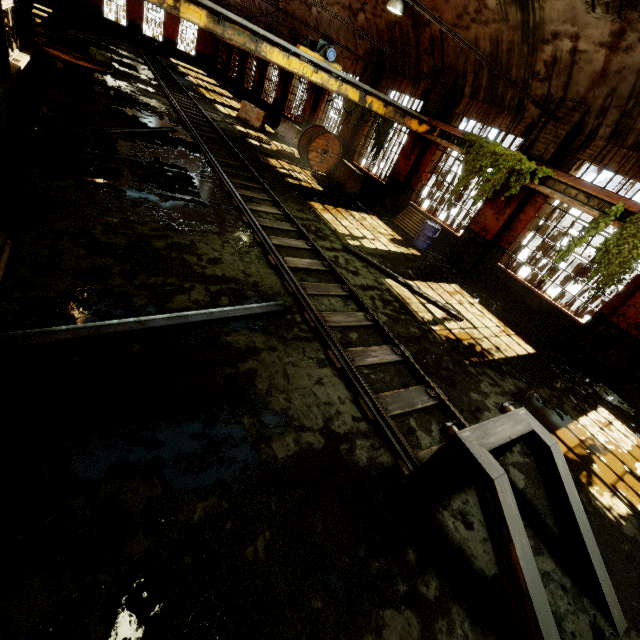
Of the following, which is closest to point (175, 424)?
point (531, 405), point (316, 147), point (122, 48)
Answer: point (531, 405)

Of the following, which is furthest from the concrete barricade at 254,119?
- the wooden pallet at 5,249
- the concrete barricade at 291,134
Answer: the wooden pallet at 5,249

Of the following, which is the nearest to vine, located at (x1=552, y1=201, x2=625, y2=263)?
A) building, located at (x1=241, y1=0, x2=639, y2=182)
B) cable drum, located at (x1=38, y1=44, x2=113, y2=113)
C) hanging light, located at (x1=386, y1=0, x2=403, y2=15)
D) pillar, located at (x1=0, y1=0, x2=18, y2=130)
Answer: building, located at (x1=241, y1=0, x2=639, y2=182)

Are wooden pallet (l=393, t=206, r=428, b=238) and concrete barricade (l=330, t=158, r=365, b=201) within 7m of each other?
yes

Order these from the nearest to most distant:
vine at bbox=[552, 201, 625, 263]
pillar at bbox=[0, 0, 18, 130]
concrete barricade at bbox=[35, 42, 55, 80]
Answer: pillar at bbox=[0, 0, 18, 130], vine at bbox=[552, 201, 625, 263], concrete barricade at bbox=[35, 42, 55, 80]

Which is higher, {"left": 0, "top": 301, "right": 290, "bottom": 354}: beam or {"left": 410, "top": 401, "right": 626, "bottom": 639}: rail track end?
{"left": 410, "top": 401, "right": 626, "bottom": 639}: rail track end

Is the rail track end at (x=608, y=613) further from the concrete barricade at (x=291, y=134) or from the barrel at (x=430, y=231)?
the concrete barricade at (x=291, y=134)

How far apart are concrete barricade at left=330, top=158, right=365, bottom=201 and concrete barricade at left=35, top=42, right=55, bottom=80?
11.1m
